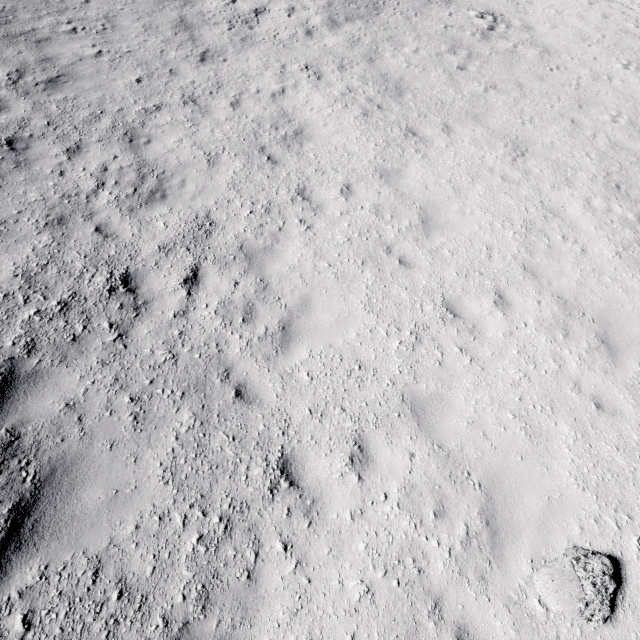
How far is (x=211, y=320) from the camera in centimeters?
554cm

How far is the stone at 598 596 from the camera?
4.0 meters

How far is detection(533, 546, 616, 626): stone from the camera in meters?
4.0
